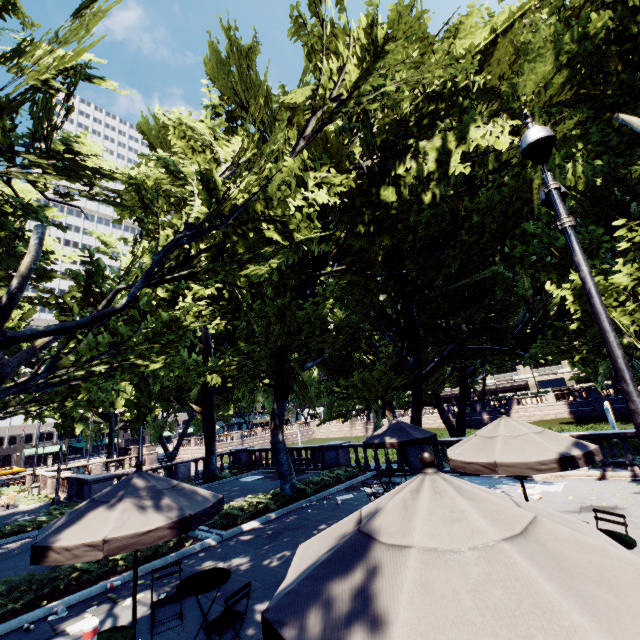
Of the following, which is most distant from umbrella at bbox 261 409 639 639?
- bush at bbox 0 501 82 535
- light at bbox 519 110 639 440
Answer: bush at bbox 0 501 82 535

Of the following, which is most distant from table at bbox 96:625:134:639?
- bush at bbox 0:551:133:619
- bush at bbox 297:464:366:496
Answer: bush at bbox 297:464:366:496

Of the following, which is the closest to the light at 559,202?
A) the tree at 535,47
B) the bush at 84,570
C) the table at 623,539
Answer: the table at 623,539

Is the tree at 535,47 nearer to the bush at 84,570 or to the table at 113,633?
the bush at 84,570

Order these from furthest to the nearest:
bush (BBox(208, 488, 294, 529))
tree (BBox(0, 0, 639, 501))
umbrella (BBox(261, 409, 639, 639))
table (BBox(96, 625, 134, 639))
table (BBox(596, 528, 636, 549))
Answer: bush (BBox(208, 488, 294, 529))
tree (BBox(0, 0, 639, 501))
table (BBox(596, 528, 636, 549))
table (BBox(96, 625, 134, 639))
umbrella (BBox(261, 409, 639, 639))

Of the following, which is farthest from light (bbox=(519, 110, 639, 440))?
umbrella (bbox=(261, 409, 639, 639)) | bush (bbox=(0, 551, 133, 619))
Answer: bush (bbox=(0, 551, 133, 619))

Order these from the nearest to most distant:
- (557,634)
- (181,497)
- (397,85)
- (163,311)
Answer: (557,634), (181,497), (397,85), (163,311)

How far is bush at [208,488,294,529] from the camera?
11.7m
